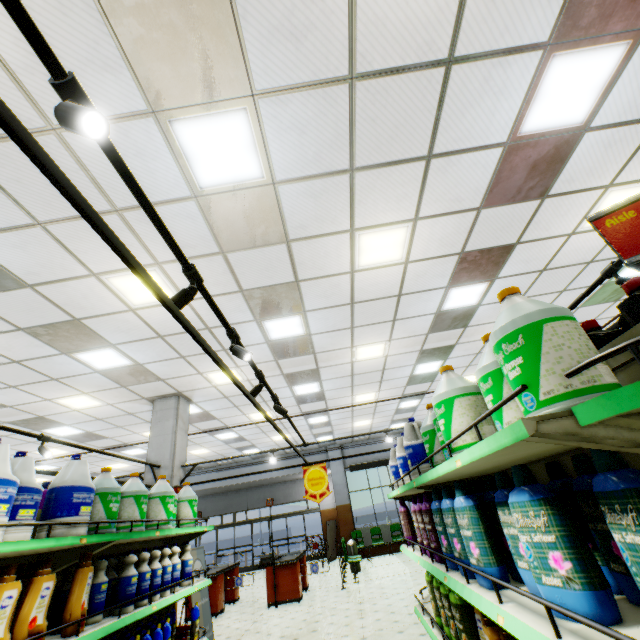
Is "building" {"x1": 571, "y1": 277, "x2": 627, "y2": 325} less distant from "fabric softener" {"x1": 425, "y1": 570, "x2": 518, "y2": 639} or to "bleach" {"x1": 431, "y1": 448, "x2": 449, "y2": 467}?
"fabric softener" {"x1": 425, "y1": 570, "x2": 518, "y2": 639}

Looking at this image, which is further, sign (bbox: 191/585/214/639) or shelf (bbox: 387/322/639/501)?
sign (bbox: 191/585/214/639)

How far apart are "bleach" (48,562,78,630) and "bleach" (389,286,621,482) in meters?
3.3 m

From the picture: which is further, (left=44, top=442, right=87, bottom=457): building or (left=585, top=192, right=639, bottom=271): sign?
(left=44, top=442, right=87, bottom=457): building

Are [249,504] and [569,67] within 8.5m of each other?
no

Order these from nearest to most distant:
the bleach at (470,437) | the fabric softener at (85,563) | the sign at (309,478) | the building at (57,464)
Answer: the bleach at (470,437)
the fabric softener at (85,563)
the sign at (309,478)
the building at (57,464)

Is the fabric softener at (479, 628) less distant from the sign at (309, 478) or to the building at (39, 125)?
the building at (39, 125)

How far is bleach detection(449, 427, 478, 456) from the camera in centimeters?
174cm
